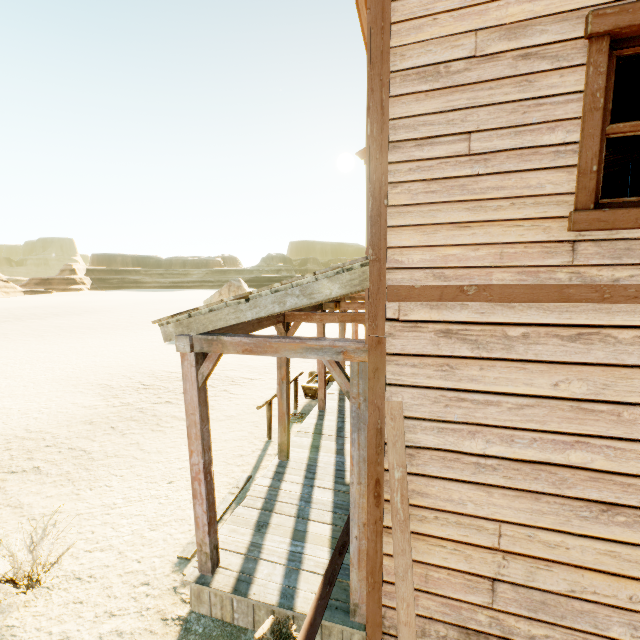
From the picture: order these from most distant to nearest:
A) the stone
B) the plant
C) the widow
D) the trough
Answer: the stone
the trough
the plant
the widow

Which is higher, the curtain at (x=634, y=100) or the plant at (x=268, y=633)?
the curtain at (x=634, y=100)

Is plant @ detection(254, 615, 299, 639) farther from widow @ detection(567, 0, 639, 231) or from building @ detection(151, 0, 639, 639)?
widow @ detection(567, 0, 639, 231)

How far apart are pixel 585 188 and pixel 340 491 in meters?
4.9 m

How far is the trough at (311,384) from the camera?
9.9 meters

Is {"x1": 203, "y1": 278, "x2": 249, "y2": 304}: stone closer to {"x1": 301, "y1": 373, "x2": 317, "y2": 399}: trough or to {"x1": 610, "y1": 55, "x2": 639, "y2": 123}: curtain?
{"x1": 301, "y1": 373, "x2": 317, "y2": 399}: trough

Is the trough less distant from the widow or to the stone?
the widow

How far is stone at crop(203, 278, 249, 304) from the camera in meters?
29.2 m
